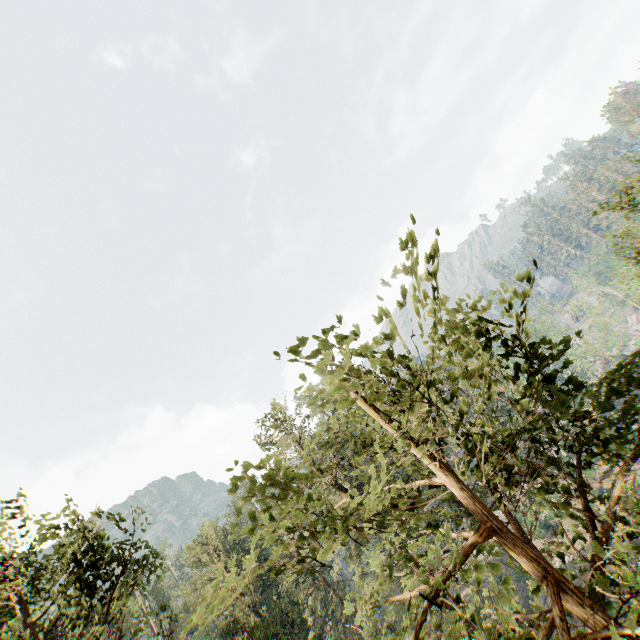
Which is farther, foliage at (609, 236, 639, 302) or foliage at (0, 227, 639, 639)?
foliage at (609, 236, 639, 302)

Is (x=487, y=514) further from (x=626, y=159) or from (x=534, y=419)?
(x=626, y=159)

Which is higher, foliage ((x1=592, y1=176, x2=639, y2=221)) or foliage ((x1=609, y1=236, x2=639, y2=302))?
foliage ((x1=592, y1=176, x2=639, y2=221))

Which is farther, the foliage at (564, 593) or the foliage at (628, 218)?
the foliage at (628, 218)

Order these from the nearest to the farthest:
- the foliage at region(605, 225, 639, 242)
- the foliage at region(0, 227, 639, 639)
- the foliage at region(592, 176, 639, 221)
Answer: the foliage at region(0, 227, 639, 639) → the foliage at region(592, 176, 639, 221) → the foliage at region(605, 225, 639, 242)

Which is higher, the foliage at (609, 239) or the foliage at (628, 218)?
the foliage at (628, 218)
